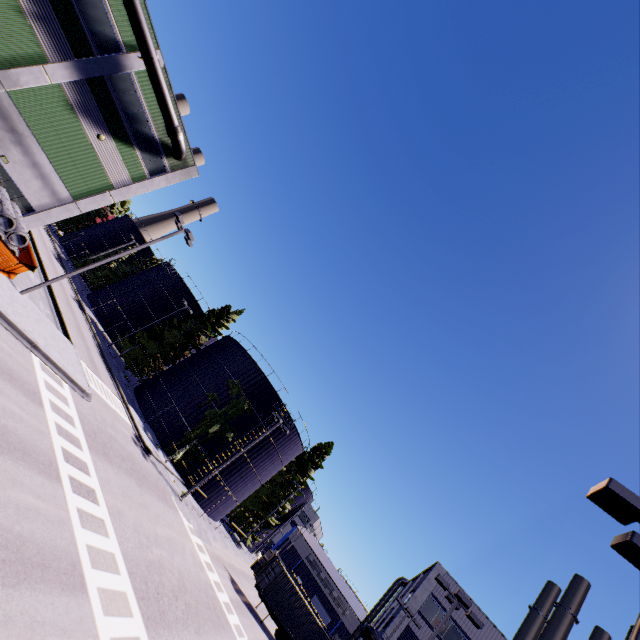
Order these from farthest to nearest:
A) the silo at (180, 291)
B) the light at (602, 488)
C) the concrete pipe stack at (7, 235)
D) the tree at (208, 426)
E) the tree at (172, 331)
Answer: the silo at (180, 291) < the tree at (172, 331) < the tree at (208, 426) < the concrete pipe stack at (7, 235) < the light at (602, 488)

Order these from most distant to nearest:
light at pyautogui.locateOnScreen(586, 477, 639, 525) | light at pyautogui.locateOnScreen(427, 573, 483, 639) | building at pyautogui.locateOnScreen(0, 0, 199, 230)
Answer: building at pyautogui.locateOnScreen(0, 0, 199, 230) → light at pyautogui.locateOnScreen(427, 573, 483, 639) → light at pyautogui.locateOnScreen(586, 477, 639, 525)

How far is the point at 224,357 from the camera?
37.2m

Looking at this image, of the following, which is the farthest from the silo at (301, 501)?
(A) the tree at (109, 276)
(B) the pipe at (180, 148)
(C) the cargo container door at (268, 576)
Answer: (C) the cargo container door at (268, 576)

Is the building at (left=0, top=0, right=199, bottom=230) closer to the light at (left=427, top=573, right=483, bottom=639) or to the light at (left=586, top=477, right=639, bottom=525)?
the light at (left=586, top=477, right=639, bottom=525)

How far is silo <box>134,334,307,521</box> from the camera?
32.03m

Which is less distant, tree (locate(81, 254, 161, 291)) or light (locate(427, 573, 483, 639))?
light (locate(427, 573, 483, 639))

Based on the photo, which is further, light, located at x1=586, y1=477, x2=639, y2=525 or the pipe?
the pipe
